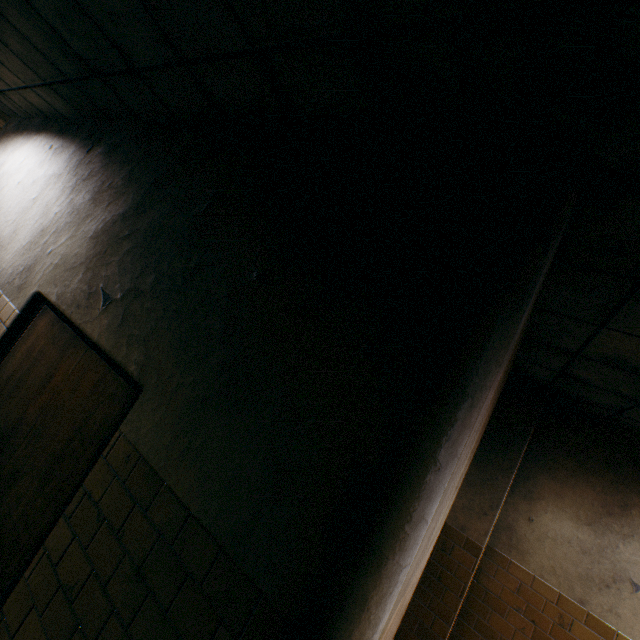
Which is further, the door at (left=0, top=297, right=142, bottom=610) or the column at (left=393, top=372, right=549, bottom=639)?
the column at (left=393, top=372, right=549, bottom=639)

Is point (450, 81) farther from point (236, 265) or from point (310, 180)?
point (236, 265)

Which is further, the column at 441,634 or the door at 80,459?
the column at 441,634
